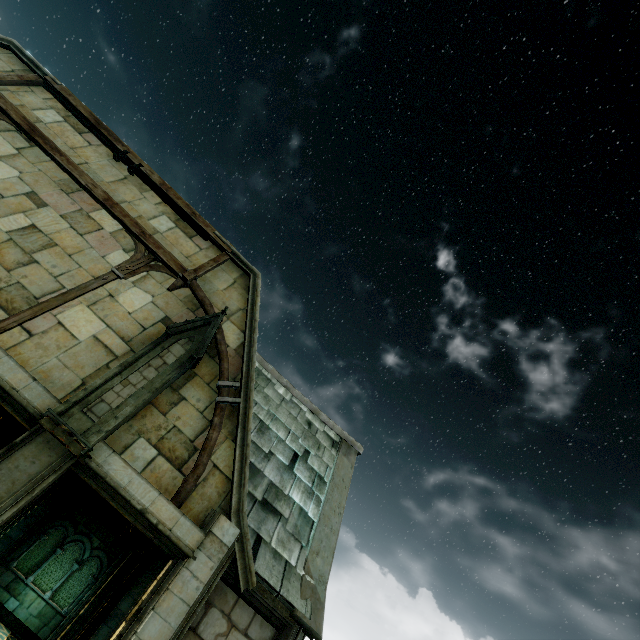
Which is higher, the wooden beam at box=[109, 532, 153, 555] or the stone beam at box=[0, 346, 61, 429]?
the stone beam at box=[0, 346, 61, 429]

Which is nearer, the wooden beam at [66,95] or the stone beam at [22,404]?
the stone beam at [22,404]

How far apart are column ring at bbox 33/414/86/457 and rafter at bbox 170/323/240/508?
1.6m

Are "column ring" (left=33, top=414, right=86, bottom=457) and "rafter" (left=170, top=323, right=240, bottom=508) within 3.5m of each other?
yes

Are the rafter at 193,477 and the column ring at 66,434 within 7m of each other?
yes

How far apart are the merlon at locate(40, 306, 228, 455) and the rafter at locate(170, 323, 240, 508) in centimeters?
3cm

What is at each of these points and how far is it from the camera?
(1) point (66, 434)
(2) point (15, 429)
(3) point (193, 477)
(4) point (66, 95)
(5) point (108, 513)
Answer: (1) column ring, 5.3 meters
(2) wooden beam, 14.6 meters
(3) rafter, 6.5 meters
(4) wooden beam, 9.7 meters
(5) wooden beam, 14.8 meters

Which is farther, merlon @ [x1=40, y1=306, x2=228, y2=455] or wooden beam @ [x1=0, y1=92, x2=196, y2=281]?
wooden beam @ [x1=0, y1=92, x2=196, y2=281]
